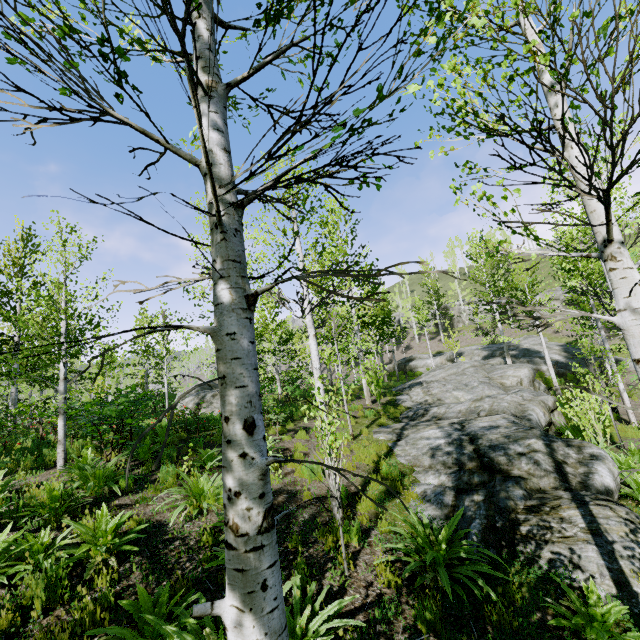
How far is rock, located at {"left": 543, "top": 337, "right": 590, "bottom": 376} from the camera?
22.68m

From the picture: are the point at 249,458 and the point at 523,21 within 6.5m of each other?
yes

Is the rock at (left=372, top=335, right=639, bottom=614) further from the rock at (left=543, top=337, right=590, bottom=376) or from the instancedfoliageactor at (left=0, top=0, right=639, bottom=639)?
the rock at (left=543, top=337, right=590, bottom=376)

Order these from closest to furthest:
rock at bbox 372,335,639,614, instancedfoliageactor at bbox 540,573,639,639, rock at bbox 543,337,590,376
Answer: instancedfoliageactor at bbox 540,573,639,639, rock at bbox 372,335,639,614, rock at bbox 543,337,590,376

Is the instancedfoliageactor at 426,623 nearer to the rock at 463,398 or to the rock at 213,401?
the rock at 463,398

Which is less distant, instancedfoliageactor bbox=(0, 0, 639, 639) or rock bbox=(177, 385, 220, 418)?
instancedfoliageactor bbox=(0, 0, 639, 639)

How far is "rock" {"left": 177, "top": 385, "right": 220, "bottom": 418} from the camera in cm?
1558

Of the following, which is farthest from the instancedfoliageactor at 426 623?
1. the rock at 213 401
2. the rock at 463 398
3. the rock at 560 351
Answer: the rock at 560 351
